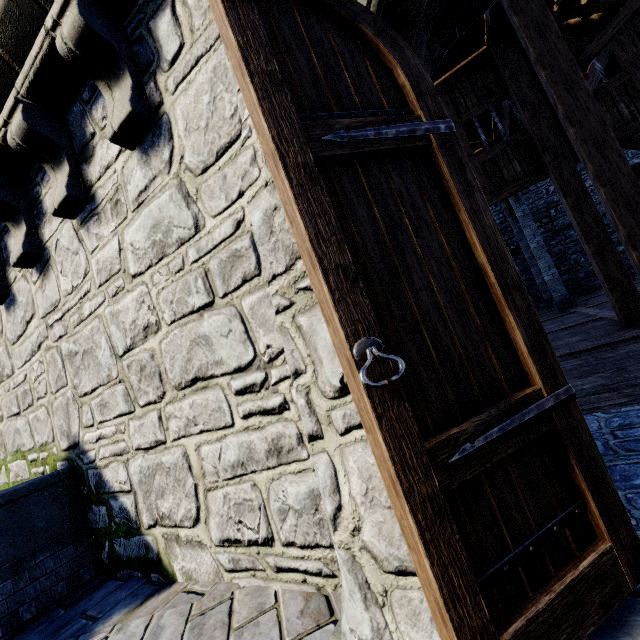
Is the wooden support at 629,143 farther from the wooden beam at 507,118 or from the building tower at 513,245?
the building tower at 513,245

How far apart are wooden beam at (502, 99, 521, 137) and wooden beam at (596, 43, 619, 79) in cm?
173

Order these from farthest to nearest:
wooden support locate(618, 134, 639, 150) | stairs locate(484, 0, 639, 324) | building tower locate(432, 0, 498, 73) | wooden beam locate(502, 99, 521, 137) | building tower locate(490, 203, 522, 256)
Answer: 1. building tower locate(490, 203, 522, 256)
2. wooden beam locate(502, 99, 521, 137)
3. wooden support locate(618, 134, 639, 150)
4. stairs locate(484, 0, 639, 324)
5. building tower locate(432, 0, 498, 73)

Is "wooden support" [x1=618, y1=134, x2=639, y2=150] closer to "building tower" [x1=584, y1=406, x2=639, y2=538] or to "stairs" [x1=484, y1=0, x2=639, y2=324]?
"stairs" [x1=484, y1=0, x2=639, y2=324]

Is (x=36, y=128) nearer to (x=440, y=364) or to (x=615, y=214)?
(x=440, y=364)

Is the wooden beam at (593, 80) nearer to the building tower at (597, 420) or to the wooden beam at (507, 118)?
the building tower at (597, 420)

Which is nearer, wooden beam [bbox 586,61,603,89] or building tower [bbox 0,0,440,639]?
building tower [bbox 0,0,440,639]

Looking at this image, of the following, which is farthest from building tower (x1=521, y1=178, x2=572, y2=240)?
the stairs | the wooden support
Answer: the wooden support
